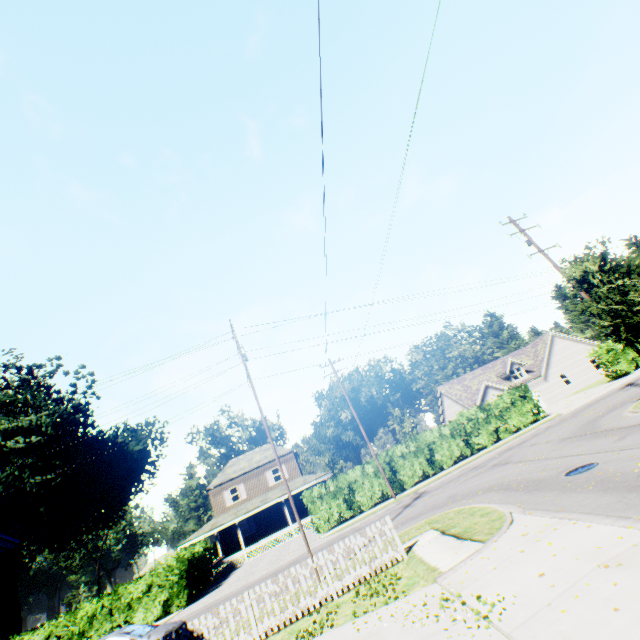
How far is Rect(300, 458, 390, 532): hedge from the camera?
24.5 meters

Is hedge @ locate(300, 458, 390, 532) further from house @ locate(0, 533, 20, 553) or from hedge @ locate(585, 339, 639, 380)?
house @ locate(0, 533, 20, 553)

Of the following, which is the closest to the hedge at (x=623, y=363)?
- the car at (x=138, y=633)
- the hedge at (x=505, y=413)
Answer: the hedge at (x=505, y=413)

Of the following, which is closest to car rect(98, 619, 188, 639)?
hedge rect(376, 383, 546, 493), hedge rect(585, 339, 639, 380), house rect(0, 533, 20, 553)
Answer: house rect(0, 533, 20, 553)

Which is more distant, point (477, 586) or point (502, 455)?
point (502, 455)

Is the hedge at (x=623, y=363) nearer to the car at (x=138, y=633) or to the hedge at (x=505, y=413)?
the hedge at (x=505, y=413)

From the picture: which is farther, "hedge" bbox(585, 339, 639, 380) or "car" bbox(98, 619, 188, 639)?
"hedge" bbox(585, 339, 639, 380)
